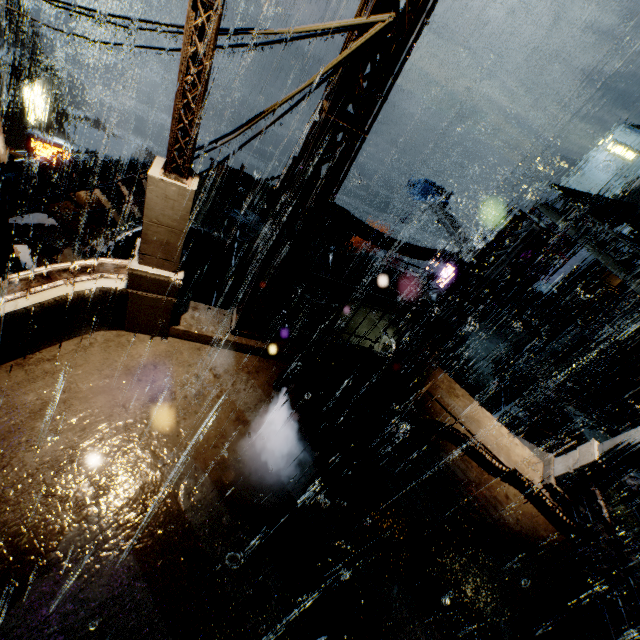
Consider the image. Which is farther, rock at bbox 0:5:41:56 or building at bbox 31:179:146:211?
rock at bbox 0:5:41:56

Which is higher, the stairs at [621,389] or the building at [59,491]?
the building at [59,491]

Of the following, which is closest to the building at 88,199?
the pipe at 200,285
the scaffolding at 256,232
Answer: the pipe at 200,285

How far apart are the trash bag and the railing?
10.5m

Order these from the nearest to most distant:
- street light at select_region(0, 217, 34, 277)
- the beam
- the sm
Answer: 1. street light at select_region(0, 217, 34, 277)
2. the sm
3. the beam

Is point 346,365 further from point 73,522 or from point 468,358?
point 468,358

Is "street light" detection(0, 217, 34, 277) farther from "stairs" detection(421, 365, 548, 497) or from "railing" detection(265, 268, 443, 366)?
"stairs" detection(421, 365, 548, 497)

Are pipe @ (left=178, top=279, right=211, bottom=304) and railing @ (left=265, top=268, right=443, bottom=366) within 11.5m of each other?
no
